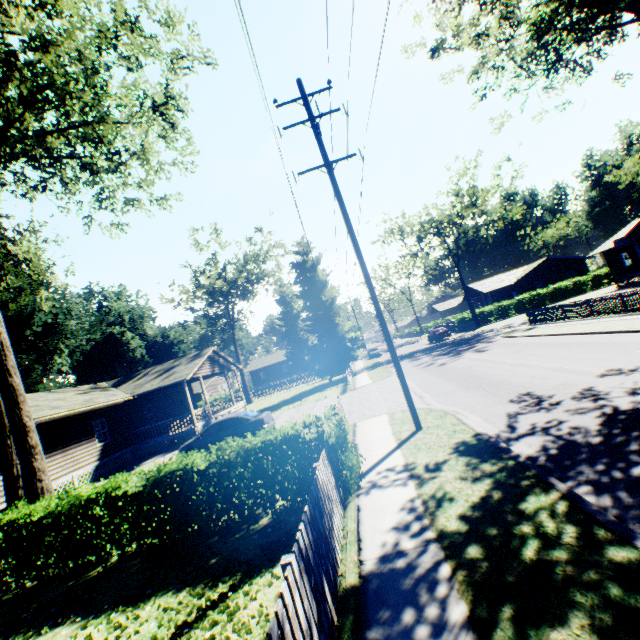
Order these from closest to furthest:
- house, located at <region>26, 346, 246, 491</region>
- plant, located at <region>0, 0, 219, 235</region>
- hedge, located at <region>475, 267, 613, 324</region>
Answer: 1. plant, located at <region>0, 0, 219, 235</region>
2. house, located at <region>26, 346, 246, 491</region>
3. hedge, located at <region>475, 267, 613, 324</region>

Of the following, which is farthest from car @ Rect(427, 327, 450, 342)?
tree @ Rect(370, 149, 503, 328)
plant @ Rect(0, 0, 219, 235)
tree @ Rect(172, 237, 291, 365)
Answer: tree @ Rect(172, 237, 291, 365)

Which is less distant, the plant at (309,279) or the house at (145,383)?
the house at (145,383)

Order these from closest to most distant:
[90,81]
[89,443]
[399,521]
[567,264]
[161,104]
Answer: [399,521], [90,81], [161,104], [89,443], [567,264]

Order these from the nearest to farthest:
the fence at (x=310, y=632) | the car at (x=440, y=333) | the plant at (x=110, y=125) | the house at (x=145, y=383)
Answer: the fence at (x=310, y=632) → the plant at (x=110, y=125) → the house at (x=145, y=383) → the car at (x=440, y=333)

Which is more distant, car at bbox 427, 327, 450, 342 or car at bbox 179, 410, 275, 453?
car at bbox 427, 327, 450, 342

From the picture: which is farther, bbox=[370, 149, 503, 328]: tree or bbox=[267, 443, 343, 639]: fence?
bbox=[370, 149, 503, 328]: tree

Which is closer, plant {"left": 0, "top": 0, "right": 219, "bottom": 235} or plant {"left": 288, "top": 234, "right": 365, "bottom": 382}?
plant {"left": 0, "top": 0, "right": 219, "bottom": 235}
